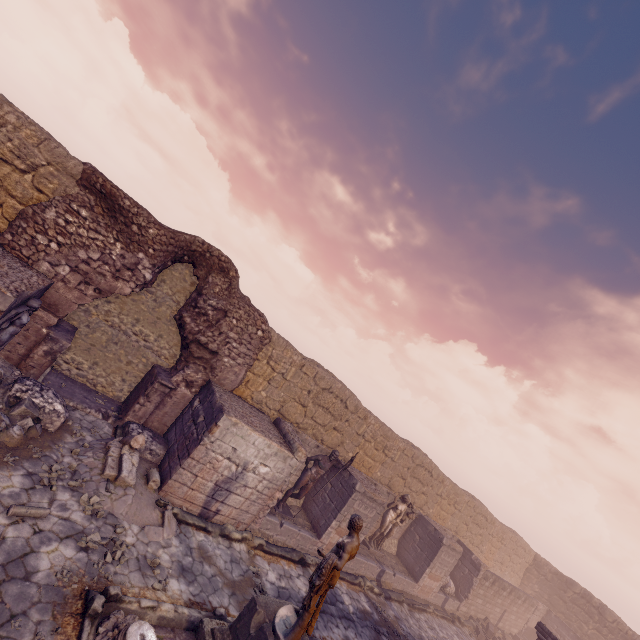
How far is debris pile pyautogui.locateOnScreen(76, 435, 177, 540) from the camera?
6.88m

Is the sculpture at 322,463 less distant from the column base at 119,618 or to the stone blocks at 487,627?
the column base at 119,618

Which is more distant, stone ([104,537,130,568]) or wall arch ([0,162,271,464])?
wall arch ([0,162,271,464])

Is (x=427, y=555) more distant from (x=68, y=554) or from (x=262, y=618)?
(x=68, y=554)

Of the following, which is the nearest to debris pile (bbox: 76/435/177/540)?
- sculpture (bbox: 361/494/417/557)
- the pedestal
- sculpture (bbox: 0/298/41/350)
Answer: the pedestal

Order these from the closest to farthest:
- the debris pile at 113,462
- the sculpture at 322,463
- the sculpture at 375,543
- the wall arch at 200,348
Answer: the debris pile at 113,462, the wall arch at 200,348, the sculpture at 322,463, the sculpture at 375,543

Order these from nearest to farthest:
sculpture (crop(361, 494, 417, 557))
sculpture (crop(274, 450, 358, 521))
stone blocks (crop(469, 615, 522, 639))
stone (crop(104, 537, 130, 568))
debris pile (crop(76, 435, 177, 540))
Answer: stone (crop(104, 537, 130, 568))
debris pile (crop(76, 435, 177, 540))
sculpture (crop(274, 450, 358, 521))
sculpture (crop(361, 494, 417, 557))
stone blocks (crop(469, 615, 522, 639))

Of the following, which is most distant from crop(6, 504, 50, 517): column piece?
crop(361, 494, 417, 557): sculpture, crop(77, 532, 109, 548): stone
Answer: crop(361, 494, 417, 557): sculpture
